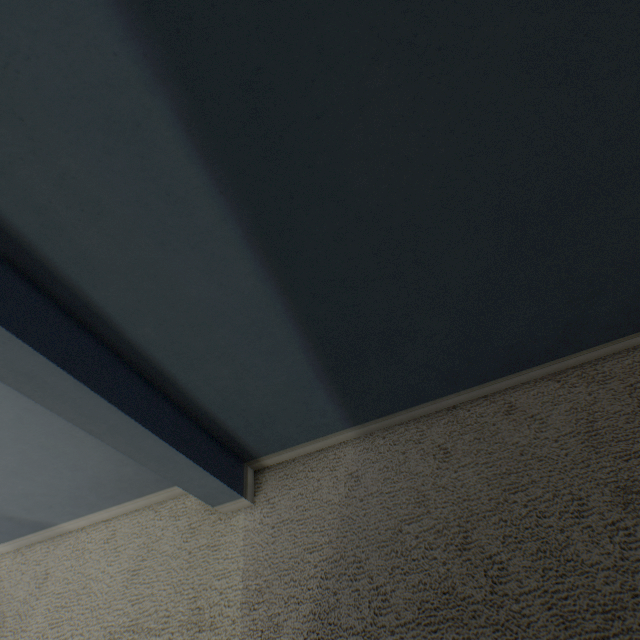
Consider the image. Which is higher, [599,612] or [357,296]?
[357,296]
